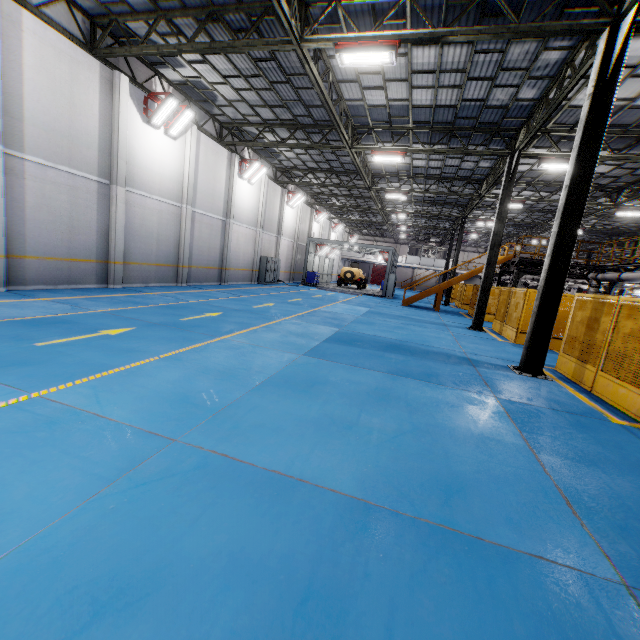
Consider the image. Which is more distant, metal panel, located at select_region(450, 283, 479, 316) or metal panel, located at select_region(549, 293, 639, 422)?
metal panel, located at select_region(450, 283, 479, 316)

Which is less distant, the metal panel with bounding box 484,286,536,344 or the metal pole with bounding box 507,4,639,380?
the metal pole with bounding box 507,4,639,380

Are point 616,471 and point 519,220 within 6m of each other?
no

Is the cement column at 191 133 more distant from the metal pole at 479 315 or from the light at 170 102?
the metal pole at 479 315

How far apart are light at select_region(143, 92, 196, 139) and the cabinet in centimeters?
1178cm

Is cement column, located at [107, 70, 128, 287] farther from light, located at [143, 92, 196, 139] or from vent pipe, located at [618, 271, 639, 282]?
vent pipe, located at [618, 271, 639, 282]

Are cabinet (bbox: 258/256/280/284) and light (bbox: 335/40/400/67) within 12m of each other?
no

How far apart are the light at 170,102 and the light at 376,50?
7.7 meters
